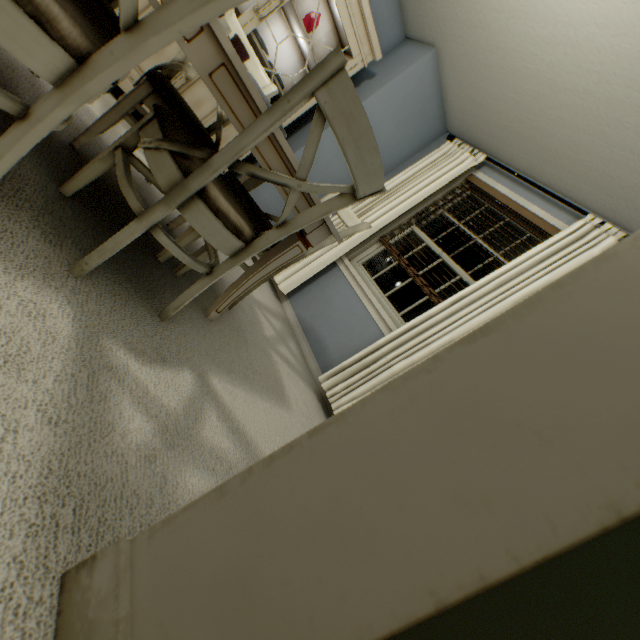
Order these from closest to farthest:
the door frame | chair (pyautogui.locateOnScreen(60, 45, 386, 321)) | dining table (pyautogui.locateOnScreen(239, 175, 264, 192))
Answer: the door frame < chair (pyautogui.locateOnScreen(60, 45, 386, 321)) < dining table (pyautogui.locateOnScreen(239, 175, 264, 192))

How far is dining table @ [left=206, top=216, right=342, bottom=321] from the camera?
1.5 meters

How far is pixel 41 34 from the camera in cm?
64

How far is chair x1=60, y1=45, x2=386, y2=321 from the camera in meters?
0.9 m

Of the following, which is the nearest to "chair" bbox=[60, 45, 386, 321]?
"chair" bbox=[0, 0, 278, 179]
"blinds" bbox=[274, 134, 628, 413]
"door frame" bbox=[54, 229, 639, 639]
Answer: "chair" bbox=[0, 0, 278, 179]

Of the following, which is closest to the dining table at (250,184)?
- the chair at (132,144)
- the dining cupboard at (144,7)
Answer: the chair at (132,144)

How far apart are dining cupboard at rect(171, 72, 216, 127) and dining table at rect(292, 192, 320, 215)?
1.0 meters

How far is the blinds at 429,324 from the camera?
2.2 meters
